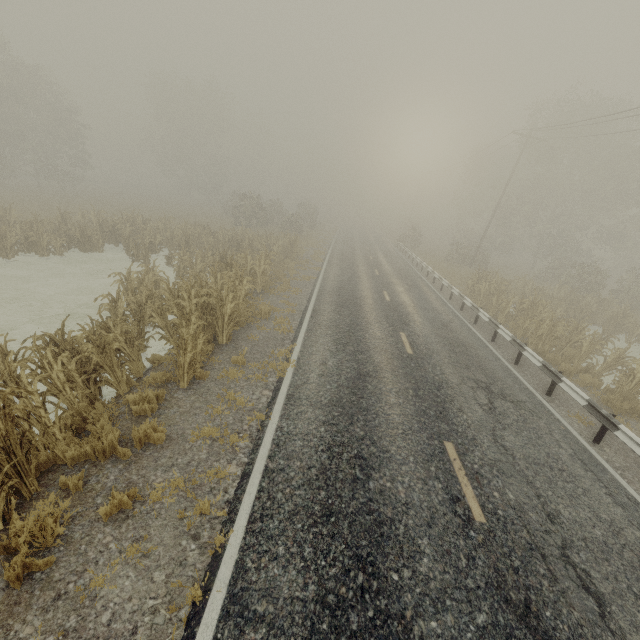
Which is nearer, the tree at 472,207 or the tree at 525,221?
the tree at 525,221

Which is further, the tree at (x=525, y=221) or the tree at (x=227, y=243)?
the tree at (x=525, y=221)

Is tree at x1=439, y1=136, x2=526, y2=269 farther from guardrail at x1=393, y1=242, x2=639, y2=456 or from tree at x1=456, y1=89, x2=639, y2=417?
tree at x1=456, y1=89, x2=639, y2=417

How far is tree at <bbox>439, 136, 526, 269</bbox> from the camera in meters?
32.8 m

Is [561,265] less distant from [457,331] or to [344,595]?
[457,331]

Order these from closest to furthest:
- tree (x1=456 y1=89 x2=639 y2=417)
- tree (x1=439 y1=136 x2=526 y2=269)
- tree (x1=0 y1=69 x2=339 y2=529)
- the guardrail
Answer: tree (x1=0 y1=69 x2=339 y2=529), the guardrail, tree (x1=456 y1=89 x2=639 y2=417), tree (x1=439 y1=136 x2=526 y2=269)

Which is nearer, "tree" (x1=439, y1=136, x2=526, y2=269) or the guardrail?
the guardrail

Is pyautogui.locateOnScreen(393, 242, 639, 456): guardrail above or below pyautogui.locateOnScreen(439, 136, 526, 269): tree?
below
